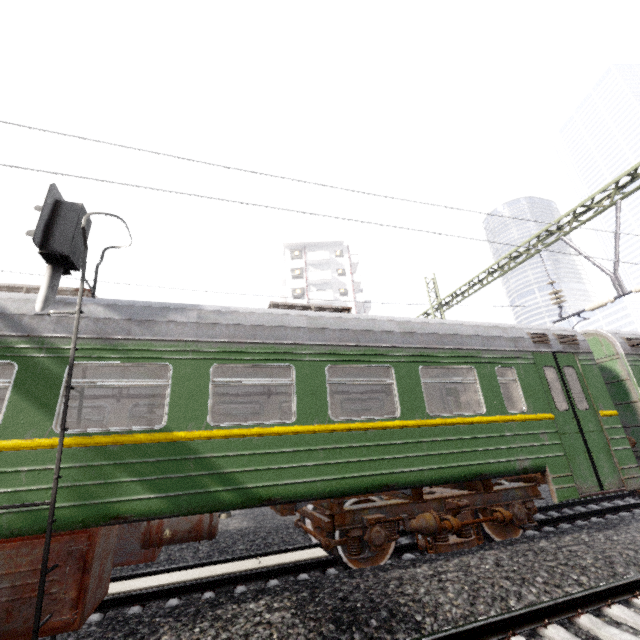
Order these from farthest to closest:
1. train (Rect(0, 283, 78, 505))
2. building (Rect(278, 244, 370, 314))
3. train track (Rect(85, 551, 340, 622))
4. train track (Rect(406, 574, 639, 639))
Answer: building (Rect(278, 244, 370, 314)) → train track (Rect(85, 551, 340, 622)) → train (Rect(0, 283, 78, 505)) → train track (Rect(406, 574, 639, 639))

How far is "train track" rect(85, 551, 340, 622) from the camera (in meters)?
4.65

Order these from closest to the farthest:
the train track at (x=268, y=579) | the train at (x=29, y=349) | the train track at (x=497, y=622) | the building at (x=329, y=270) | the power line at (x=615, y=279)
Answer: the train track at (x=497, y=622)
the train at (x=29, y=349)
the train track at (x=268, y=579)
the power line at (x=615, y=279)
the building at (x=329, y=270)

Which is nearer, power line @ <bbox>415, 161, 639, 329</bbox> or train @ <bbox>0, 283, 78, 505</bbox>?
train @ <bbox>0, 283, 78, 505</bbox>

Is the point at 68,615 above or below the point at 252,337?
below

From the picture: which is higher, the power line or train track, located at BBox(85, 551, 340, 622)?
the power line

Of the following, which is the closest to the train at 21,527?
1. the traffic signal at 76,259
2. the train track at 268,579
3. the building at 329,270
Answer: the traffic signal at 76,259

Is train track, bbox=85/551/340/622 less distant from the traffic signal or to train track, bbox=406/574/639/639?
the traffic signal
